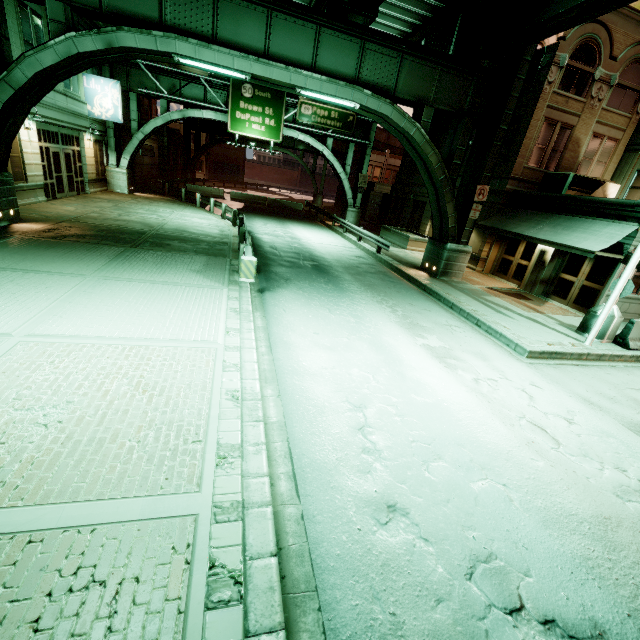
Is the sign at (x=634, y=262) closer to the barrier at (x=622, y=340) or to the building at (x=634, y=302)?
the barrier at (x=622, y=340)

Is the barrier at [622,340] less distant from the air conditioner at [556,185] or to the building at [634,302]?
the building at [634,302]

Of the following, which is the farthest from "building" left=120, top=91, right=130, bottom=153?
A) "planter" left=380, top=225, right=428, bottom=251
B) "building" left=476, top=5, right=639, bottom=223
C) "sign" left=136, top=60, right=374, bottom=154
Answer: "building" left=476, top=5, right=639, bottom=223

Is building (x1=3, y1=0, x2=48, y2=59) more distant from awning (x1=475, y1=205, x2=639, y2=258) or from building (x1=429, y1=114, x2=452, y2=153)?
building (x1=429, y1=114, x2=452, y2=153)

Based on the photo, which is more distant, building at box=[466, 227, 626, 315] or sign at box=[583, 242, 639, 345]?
building at box=[466, 227, 626, 315]

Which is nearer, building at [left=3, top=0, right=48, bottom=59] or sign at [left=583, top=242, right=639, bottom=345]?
sign at [left=583, top=242, right=639, bottom=345]

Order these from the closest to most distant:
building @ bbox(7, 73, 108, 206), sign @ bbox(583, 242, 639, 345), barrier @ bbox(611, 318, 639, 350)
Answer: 1. sign @ bbox(583, 242, 639, 345)
2. barrier @ bbox(611, 318, 639, 350)
3. building @ bbox(7, 73, 108, 206)

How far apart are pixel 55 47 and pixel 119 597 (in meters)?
14.36
